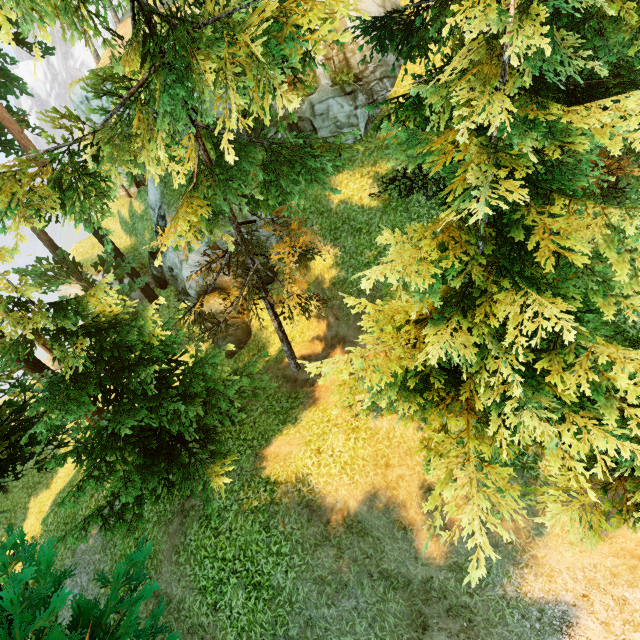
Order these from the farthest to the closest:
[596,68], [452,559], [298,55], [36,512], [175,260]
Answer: [175,260] < [36,512] < [452,559] < [298,55] < [596,68]

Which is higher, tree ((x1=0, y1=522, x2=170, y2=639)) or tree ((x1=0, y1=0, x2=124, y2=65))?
tree ((x1=0, y1=0, x2=124, y2=65))

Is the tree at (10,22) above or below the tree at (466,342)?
above
